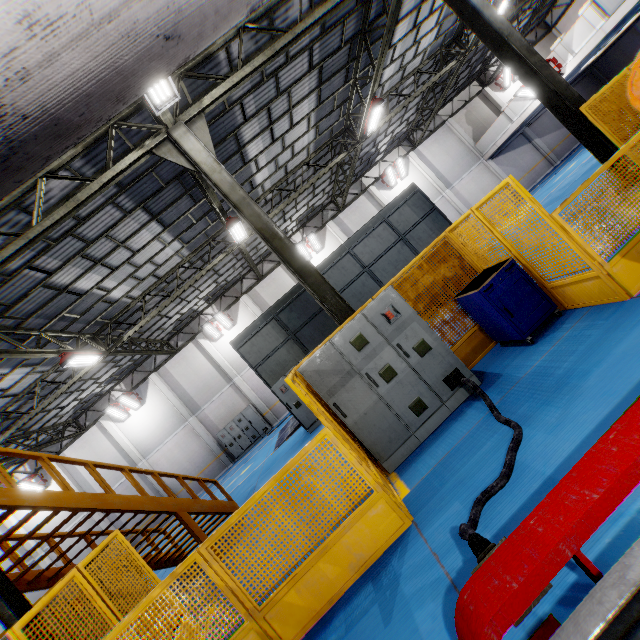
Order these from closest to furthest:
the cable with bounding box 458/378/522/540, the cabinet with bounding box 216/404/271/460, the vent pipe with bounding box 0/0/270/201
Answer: Answer: the vent pipe with bounding box 0/0/270/201 < the cable with bounding box 458/378/522/540 < the cabinet with bounding box 216/404/271/460

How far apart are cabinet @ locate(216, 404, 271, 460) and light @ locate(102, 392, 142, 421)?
5.2 meters

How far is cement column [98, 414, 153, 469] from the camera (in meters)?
20.58

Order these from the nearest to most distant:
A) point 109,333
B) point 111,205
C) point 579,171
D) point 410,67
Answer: point 111,205
point 109,333
point 579,171
point 410,67

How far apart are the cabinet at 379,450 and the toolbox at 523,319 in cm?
84

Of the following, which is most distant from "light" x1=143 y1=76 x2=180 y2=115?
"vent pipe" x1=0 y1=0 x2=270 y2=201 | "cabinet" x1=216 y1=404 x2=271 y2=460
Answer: "cabinet" x1=216 y1=404 x2=271 y2=460

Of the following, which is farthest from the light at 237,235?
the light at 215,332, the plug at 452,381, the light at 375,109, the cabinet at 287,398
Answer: the plug at 452,381

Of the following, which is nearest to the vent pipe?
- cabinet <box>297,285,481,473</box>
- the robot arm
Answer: the robot arm
